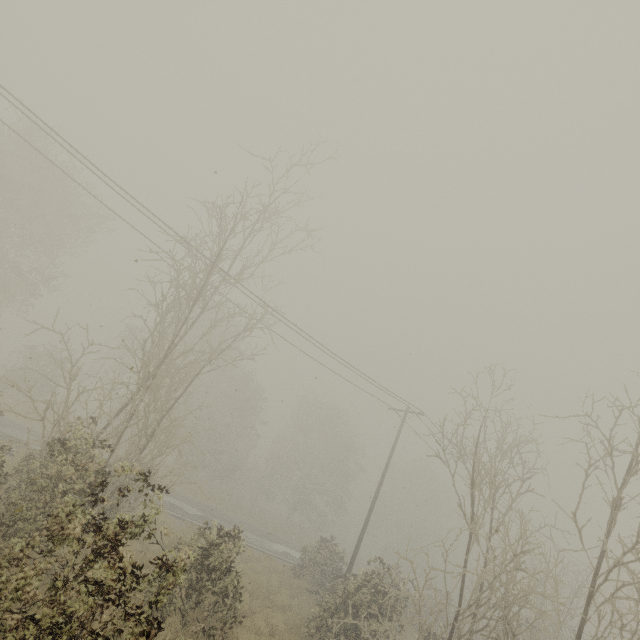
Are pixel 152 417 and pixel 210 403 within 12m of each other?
yes
